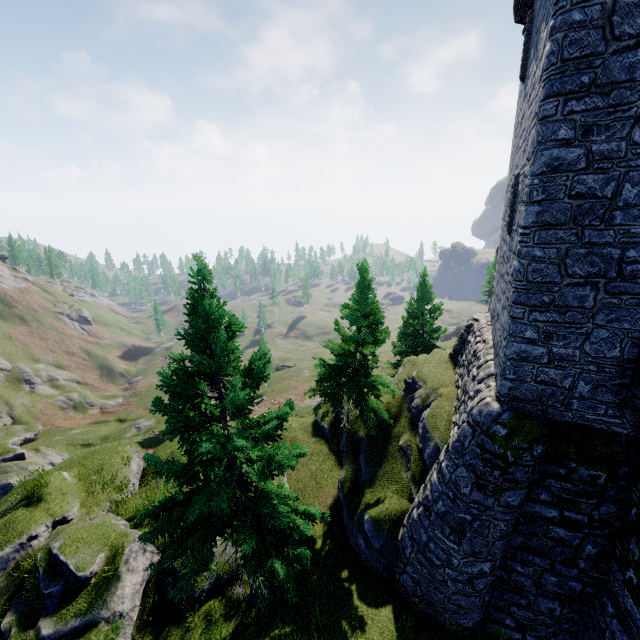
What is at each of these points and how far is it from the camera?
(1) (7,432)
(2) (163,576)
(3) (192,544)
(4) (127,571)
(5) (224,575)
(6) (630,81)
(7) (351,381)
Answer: (1) rock, 47.1m
(2) rock, 12.8m
(3) tree, 8.2m
(4) rock, 11.8m
(5) rock, 12.8m
(6) building, 6.7m
(7) tree, 16.0m

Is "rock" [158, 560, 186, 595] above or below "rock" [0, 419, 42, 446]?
above

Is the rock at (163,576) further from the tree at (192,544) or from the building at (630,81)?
the building at (630,81)

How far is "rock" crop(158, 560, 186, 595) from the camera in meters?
12.5

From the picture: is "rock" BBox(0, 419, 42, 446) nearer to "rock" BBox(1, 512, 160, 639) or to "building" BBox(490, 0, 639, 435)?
"rock" BBox(1, 512, 160, 639)

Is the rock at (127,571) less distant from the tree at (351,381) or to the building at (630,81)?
the tree at (351,381)

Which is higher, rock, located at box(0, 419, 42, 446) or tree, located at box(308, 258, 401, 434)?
tree, located at box(308, 258, 401, 434)

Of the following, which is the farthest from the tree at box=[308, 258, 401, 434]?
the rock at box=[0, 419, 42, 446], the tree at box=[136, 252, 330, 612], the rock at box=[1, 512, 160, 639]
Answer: the rock at box=[0, 419, 42, 446]
